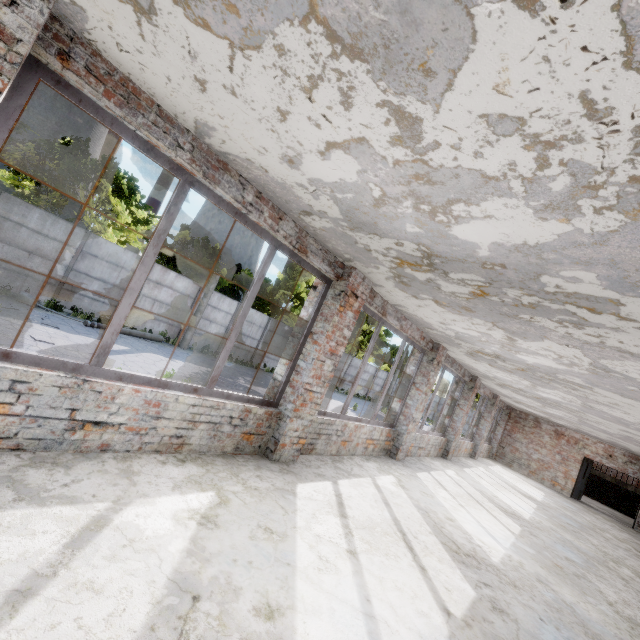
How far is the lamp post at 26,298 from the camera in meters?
12.7 m

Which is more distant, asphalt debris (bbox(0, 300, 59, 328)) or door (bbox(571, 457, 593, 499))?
door (bbox(571, 457, 593, 499))

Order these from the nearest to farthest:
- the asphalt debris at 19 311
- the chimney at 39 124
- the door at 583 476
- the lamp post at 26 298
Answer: the asphalt debris at 19 311 → the lamp post at 26 298 → the door at 583 476 → the chimney at 39 124

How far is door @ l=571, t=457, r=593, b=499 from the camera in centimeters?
1652cm

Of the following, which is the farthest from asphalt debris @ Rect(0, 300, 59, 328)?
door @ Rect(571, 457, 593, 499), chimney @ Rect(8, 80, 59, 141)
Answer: chimney @ Rect(8, 80, 59, 141)

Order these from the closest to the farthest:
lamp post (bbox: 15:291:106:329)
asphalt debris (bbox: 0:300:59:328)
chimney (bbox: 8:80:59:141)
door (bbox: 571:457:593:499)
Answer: asphalt debris (bbox: 0:300:59:328), lamp post (bbox: 15:291:106:329), door (bbox: 571:457:593:499), chimney (bbox: 8:80:59:141)

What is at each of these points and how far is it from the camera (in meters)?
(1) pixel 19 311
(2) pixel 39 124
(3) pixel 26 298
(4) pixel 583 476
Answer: (1) asphalt debris, 11.16
(2) chimney, 58.19
(3) lamp post, 12.70
(4) door, 16.77

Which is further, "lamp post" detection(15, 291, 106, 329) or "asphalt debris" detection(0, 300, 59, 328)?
"lamp post" detection(15, 291, 106, 329)
